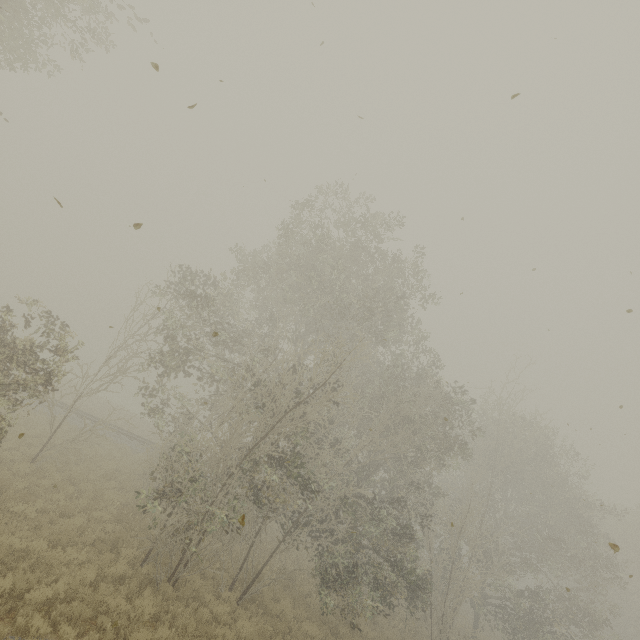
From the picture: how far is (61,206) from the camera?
1.76m
